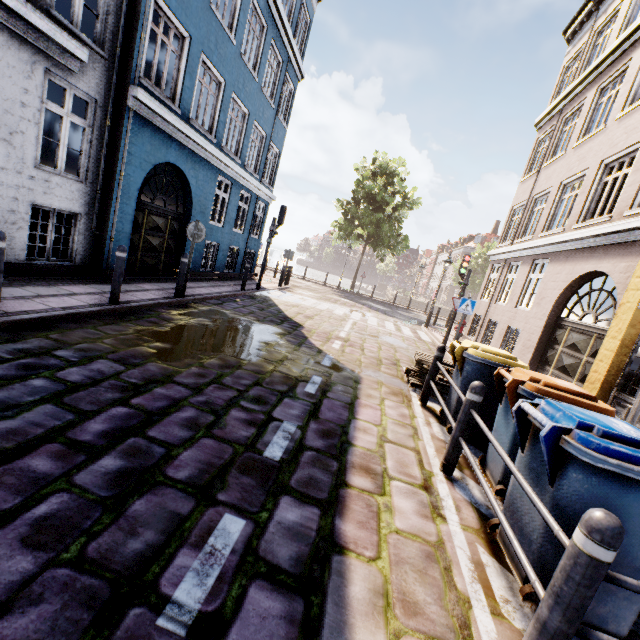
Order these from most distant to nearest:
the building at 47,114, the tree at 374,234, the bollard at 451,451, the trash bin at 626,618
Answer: the tree at 374,234 → the building at 47,114 → the bollard at 451,451 → the trash bin at 626,618

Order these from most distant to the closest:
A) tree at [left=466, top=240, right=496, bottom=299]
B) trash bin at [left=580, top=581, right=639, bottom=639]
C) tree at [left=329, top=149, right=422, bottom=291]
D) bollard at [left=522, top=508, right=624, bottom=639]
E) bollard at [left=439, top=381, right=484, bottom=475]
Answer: tree at [left=466, top=240, right=496, bottom=299] → tree at [left=329, top=149, right=422, bottom=291] → bollard at [left=439, top=381, right=484, bottom=475] → trash bin at [left=580, top=581, right=639, bottom=639] → bollard at [left=522, top=508, right=624, bottom=639]

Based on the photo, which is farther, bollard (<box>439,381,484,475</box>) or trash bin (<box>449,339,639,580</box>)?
bollard (<box>439,381,484,475</box>)

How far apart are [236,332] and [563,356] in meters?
8.4

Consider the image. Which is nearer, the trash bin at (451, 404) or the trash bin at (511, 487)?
the trash bin at (511, 487)

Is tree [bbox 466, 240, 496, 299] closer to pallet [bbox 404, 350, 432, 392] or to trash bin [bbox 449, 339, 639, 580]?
pallet [bbox 404, 350, 432, 392]

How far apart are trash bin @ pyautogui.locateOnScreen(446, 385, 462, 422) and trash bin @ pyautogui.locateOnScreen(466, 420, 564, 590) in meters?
1.6 m

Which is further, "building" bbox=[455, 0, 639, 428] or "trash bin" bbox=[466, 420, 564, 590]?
"building" bbox=[455, 0, 639, 428]
